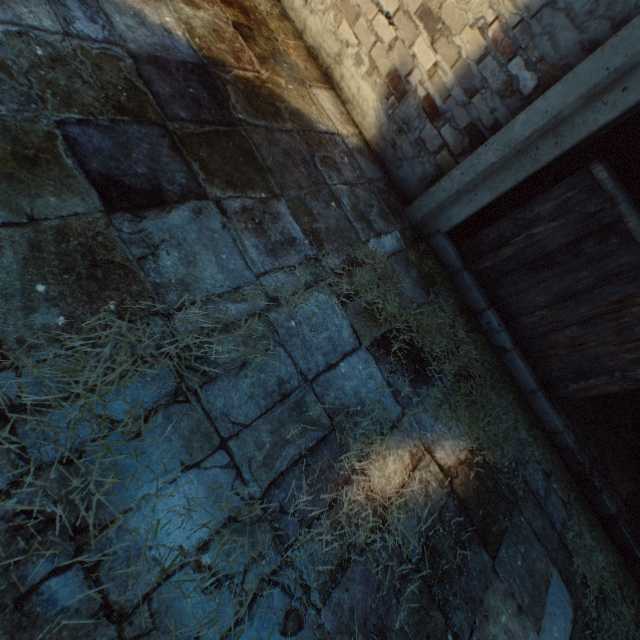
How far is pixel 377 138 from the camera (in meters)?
2.73

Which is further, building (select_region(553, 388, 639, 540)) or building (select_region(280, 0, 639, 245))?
building (select_region(553, 388, 639, 540))

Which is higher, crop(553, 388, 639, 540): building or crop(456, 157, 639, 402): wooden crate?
crop(456, 157, 639, 402): wooden crate

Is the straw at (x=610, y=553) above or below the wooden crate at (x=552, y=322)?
below

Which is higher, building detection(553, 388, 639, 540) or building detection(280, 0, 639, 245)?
building detection(280, 0, 639, 245)

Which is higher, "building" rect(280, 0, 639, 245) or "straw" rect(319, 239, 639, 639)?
"building" rect(280, 0, 639, 245)

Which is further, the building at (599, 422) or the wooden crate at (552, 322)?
the building at (599, 422)

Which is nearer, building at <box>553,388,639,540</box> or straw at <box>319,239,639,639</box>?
straw at <box>319,239,639,639</box>
